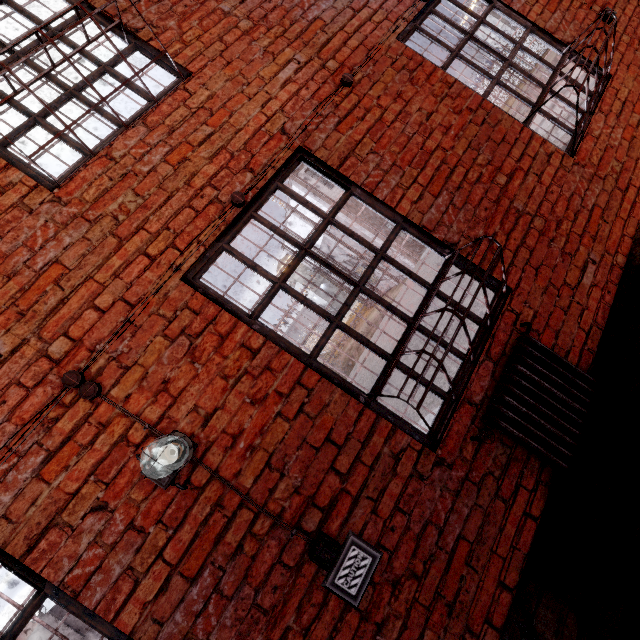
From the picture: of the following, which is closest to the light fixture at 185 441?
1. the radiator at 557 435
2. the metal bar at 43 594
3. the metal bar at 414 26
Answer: the metal bar at 43 594

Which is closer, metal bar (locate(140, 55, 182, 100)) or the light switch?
the light switch

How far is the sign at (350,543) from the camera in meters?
1.8 m

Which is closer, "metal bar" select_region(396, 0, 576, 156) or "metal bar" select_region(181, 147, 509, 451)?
"metal bar" select_region(181, 147, 509, 451)

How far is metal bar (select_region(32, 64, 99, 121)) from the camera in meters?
2.3

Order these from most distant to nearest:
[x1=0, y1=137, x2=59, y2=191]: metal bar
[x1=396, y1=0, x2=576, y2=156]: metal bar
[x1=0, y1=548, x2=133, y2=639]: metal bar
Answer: [x1=396, y1=0, x2=576, y2=156]: metal bar
[x1=0, y1=137, x2=59, y2=191]: metal bar
[x1=0, y1=548, x2=133, y2=639]: metal bar

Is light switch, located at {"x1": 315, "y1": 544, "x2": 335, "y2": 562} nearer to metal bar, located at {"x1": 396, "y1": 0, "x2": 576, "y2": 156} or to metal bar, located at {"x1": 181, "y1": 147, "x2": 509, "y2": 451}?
metal bar, located at {"x1": 181, "y1": 147, "x2": 509, "y2": 451}

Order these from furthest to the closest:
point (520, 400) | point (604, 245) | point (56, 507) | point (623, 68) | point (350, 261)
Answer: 1. point (350, 261)
2. point (623, 68)
3. point (604, 245)
4. point (520, 400)
5. point (56, 507)
